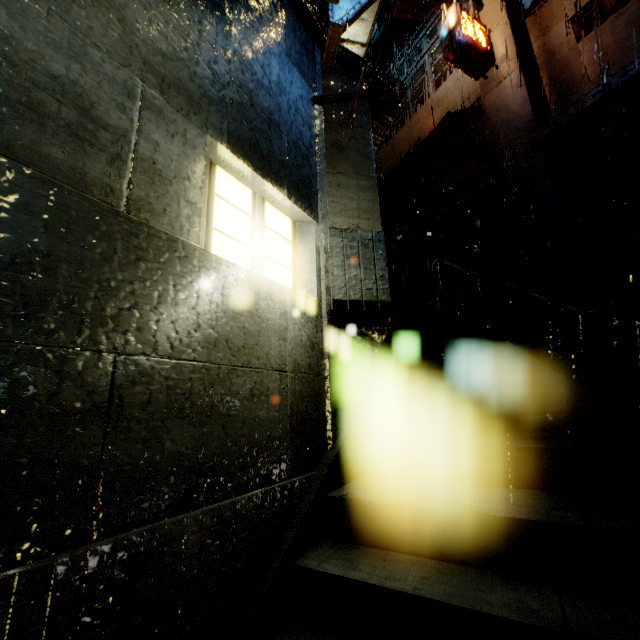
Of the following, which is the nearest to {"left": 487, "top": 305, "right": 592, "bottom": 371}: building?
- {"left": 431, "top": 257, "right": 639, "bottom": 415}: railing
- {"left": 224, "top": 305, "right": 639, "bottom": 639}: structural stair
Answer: {"left": 224, "top": 305, "right": 639, "bottom": 639}: structural stair

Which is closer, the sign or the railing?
the railing

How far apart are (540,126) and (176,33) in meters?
11.3

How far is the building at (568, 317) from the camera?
8.8m

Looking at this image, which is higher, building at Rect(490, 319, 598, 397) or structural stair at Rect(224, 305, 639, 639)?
building at Rect(490, 319, 598, 397)

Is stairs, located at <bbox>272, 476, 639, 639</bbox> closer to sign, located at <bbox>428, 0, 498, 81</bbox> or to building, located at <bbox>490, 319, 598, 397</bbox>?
building, located at <bbox>490, 319, 598, 397</bbox>

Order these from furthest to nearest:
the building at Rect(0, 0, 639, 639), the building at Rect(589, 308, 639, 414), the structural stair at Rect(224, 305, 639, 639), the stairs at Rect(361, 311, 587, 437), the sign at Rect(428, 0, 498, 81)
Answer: the sign at Rect(428, 0, 498, 81) < the building at Rect(589, 308, 639, 414) < the stairs at Rect(361, 311, 587, 437) < the structural stair at Rect(224, 305, 639, 639) < the building at Rect(0, 0, 639, 639)
